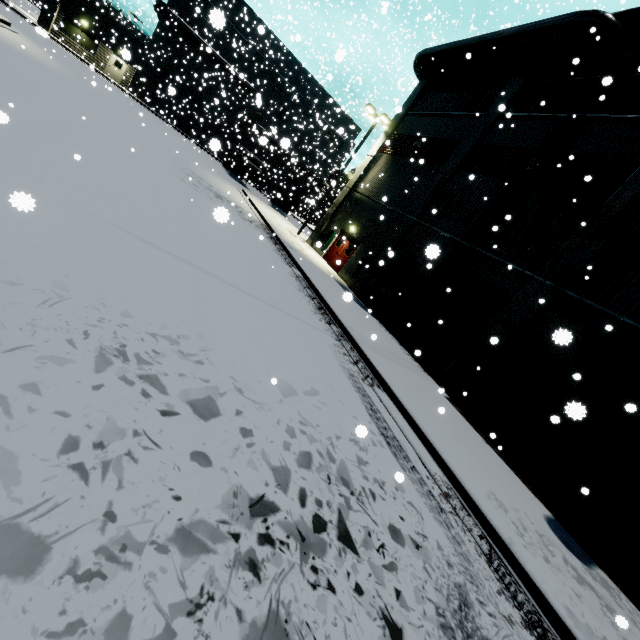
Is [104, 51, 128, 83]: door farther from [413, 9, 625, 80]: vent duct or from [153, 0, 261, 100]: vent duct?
[413, 9, 625, 80]: vent duct

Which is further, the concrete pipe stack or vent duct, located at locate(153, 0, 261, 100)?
the concrete pipe stack

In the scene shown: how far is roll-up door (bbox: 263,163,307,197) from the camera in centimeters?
4399cm

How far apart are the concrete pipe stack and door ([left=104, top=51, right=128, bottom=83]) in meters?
14.7

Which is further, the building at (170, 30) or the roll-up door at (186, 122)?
the roll-up door at (186, 122)

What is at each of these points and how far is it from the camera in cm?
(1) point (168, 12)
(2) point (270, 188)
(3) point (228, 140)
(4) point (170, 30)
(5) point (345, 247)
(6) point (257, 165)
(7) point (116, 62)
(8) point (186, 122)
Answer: (1) vent duct, 3241
(2) roll-up door, 4588
(3) roll-up door, 4112
(4) building, 3397
(5) door, 2064
(6) concrete pipe stack, 3309
(7) door, 3391
(8) roll-up door, 3872

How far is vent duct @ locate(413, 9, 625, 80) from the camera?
11.8m

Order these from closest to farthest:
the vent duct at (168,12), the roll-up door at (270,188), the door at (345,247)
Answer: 1. the door at (345,247)
2. the vent duct at (168,12)
3. the roll-up door at (270,188)
